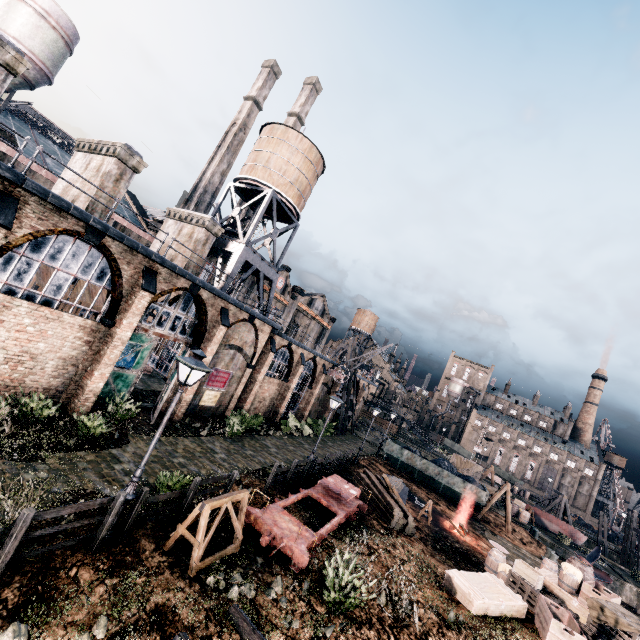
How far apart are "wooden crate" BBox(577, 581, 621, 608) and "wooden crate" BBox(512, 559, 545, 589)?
1.7 meters

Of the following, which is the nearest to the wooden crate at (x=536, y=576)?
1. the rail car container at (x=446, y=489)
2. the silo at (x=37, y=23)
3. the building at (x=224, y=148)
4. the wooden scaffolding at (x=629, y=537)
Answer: the rail car container at (x=446, y=489)

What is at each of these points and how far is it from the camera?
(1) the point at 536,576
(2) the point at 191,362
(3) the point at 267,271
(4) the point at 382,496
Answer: (1) wooden crate, 15.69m
(2) street light, 9.12m
(3) water tower, 30.19m
(4) wood pile, 20.55m

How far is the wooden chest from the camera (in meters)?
43.33

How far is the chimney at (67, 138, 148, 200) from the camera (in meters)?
16.45

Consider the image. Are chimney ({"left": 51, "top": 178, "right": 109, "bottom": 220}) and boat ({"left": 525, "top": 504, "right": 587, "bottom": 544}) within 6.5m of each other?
no

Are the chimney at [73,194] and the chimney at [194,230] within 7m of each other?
yes

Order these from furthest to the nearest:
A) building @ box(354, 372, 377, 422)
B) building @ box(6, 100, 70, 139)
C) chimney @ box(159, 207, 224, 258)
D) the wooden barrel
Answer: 1. building @ box(6, 100, 70, 139)
2. building @ box(354, 372, 377, 422)
3. chimney @ box(159, 207, 224, 258)
4. the wooden barrel
